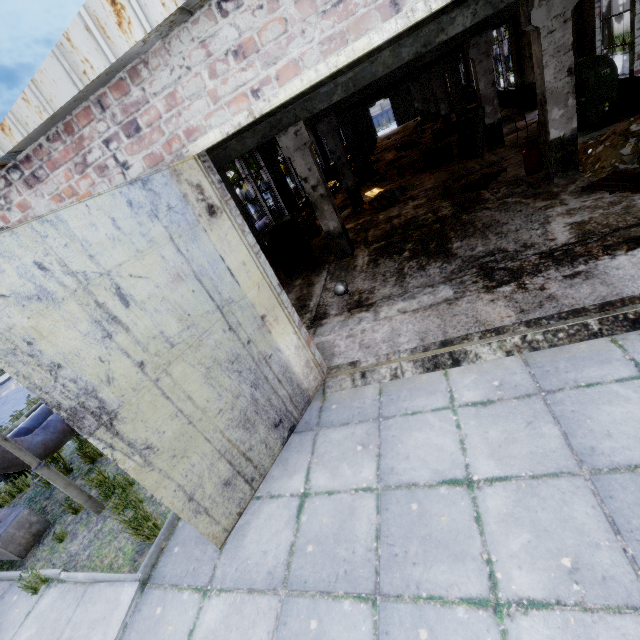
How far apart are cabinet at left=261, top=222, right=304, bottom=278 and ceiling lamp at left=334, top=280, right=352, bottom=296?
3.16m

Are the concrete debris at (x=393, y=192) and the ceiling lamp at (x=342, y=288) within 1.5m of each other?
no

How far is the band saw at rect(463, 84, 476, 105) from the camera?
23.3m

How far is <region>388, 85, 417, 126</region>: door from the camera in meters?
41.6 m

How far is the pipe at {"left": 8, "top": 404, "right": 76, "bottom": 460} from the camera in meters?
6.0

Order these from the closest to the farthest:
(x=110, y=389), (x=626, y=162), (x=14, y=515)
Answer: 1. (x=110, y=389)
2. (x=14, y=515)
3. (x=626, y=162)

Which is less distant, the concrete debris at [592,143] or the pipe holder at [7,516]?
the pipe holder at [7,516]

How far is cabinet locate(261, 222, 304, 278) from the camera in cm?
1048
